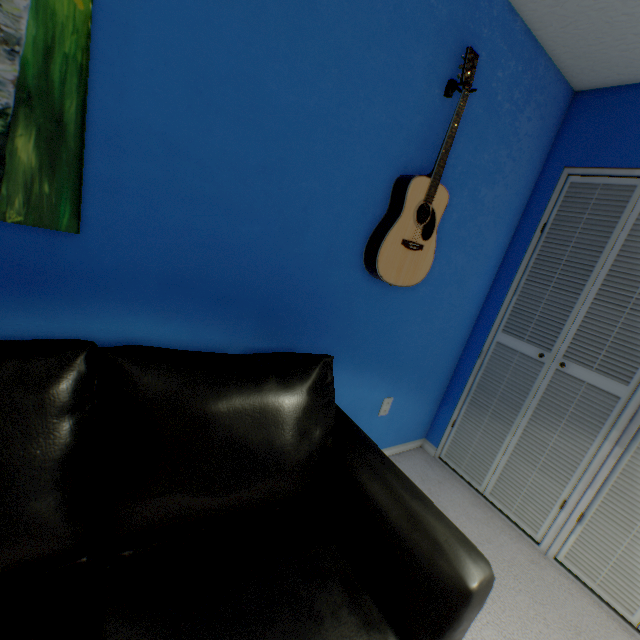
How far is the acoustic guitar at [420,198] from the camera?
1.3m

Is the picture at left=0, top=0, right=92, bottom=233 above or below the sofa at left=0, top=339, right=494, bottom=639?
A: above

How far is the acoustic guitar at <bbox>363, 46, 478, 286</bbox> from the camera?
1.32m

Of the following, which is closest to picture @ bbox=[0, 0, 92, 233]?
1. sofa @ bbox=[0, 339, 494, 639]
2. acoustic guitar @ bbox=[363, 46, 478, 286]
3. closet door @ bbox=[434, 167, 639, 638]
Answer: sofa @ bbox=[0, 339, 494, 639]

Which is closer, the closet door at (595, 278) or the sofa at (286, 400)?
the sofa at (286, 400)

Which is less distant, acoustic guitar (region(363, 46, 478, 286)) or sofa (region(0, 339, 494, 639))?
sofa (region(0, 339, 494, 639))

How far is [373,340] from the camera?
1.7m

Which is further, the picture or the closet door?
the closet door
